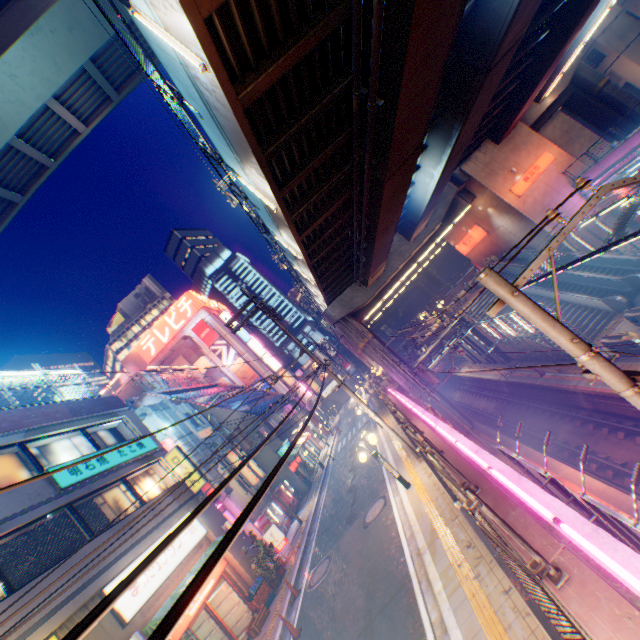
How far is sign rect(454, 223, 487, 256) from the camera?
32.2m

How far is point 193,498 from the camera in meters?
16.0

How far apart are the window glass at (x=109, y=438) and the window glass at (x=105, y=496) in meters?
1.3 m

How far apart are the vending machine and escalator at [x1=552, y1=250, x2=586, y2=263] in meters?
29.4 m

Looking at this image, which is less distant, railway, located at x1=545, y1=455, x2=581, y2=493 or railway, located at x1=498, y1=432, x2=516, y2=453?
railway, located at x1=545, y1=455, x2=581, y2=493

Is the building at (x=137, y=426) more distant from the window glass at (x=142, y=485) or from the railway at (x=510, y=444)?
the railway at (x=510, y=444)

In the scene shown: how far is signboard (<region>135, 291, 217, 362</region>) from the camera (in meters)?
52.97

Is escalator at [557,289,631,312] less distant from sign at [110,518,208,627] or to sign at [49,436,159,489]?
sign at [110,518,208,627]
